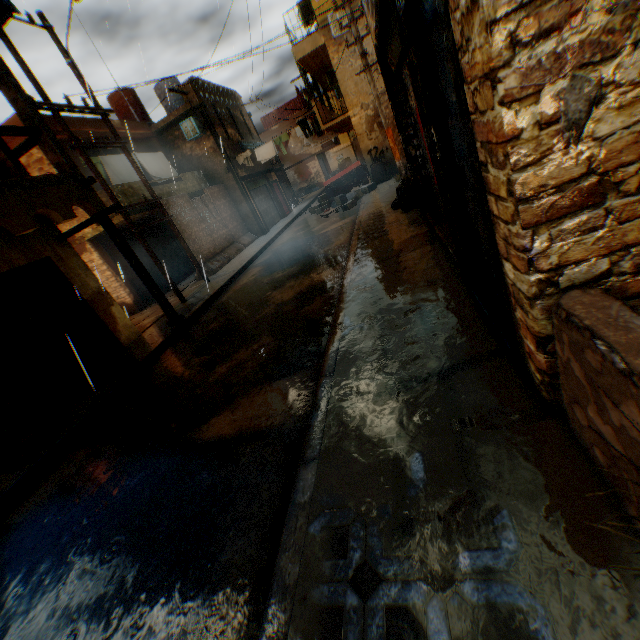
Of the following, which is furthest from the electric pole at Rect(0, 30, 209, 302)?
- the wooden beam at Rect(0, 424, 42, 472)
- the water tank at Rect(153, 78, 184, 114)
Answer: the water tank at Rect(153, 78, 184, 114)

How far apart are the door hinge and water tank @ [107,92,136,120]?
21.10m

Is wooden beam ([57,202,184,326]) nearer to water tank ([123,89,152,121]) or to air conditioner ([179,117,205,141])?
air conditioner ([179,117,205,141])

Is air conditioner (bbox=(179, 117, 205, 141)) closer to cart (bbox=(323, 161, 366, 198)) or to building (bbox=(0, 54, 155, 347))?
building (bbox=(0, 54, 155, 347))

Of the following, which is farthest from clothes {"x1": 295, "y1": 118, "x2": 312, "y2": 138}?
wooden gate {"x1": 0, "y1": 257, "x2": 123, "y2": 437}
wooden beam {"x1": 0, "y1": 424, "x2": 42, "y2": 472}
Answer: wooden beam {"x1": 0, "y1": 424, "x2": 42, "y2": 472}

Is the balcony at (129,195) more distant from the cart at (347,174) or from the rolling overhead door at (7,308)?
the cart at (347,174)

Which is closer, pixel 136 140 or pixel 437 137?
pixel 437 137

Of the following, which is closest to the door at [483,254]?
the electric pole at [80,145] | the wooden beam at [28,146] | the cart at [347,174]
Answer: the electric pole at [80,145]
